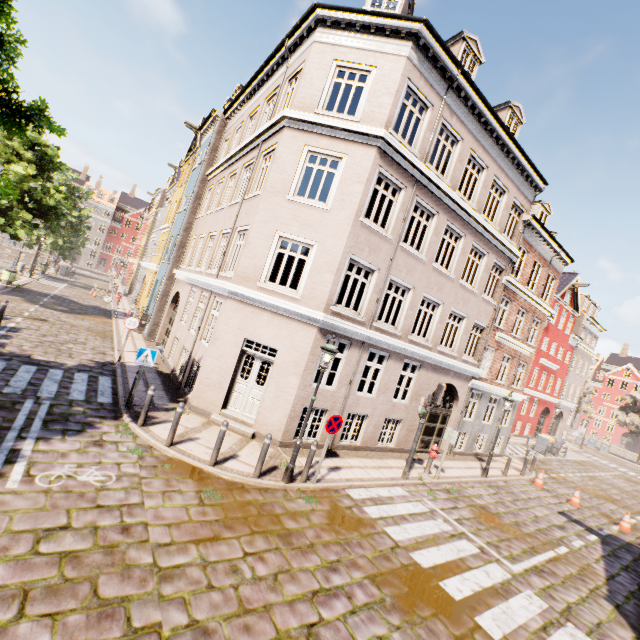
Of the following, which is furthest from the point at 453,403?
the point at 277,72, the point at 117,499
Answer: the point at 277,72

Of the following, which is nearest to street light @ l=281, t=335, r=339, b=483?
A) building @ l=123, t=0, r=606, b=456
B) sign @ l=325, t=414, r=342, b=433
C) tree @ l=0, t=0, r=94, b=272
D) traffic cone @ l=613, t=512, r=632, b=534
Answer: sign @ l=325, t=414, r=342, b=433

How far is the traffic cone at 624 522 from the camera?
13.2 meters

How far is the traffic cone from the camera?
13.2m

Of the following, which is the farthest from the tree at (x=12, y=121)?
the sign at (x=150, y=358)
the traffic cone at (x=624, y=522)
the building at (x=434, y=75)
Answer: the traffic cone at (x=624, y=522)

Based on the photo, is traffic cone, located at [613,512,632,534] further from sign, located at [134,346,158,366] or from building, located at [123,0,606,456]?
building, located at [123,0,606,456]

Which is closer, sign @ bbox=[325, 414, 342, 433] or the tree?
the tree

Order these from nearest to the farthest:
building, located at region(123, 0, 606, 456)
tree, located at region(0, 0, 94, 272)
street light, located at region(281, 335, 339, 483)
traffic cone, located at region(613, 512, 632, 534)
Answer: tree, located at region(0, 0, 94, 272) → street light, located at region(281, 335, 339, 483) → building, located at region(123, 0, 606, 456) → traffic cone, located at region(613, 512, 632, 534)
